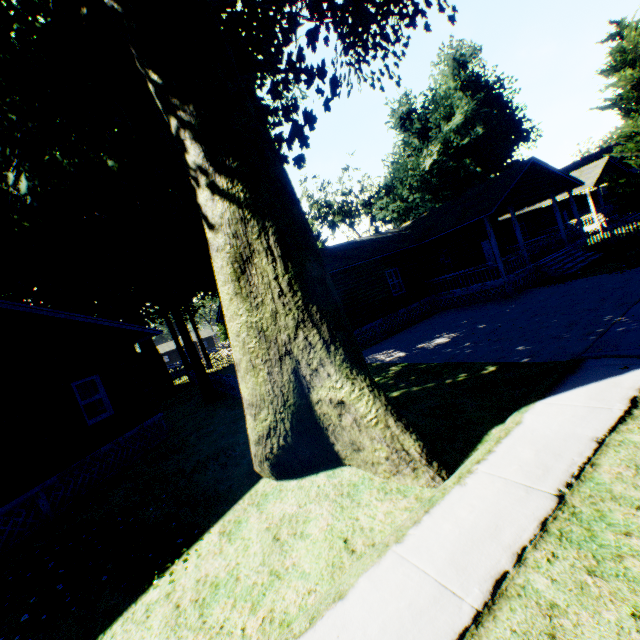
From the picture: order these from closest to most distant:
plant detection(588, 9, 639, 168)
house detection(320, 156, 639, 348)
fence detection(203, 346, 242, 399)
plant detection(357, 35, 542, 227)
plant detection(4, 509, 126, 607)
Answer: plant detection(4, 509, 126, 607) → fence detection(203, 346, 242, 399) → house detection(320, 156, 639, 348) → plant detection(588, 9, 639, 168) → plant detection(357, 35, 542, 227)

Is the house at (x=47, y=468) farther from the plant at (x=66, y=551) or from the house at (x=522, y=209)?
the house at (x=522, y=209)

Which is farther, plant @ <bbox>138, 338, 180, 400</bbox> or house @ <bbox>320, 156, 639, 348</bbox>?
plant @ <bbox>138, 338, 180, 400</bbox>

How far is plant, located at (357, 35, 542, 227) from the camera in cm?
3962

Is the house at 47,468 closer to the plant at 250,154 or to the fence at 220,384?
the plant at 250,154

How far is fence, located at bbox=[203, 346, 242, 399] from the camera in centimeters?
1584cm

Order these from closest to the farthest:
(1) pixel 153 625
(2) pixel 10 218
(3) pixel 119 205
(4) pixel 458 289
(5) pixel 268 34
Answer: (1) pixel 153 625
(2) pixel 10 218
(5) pixel 268 34
(4) pixel 458 289
(3) pixel 119 205

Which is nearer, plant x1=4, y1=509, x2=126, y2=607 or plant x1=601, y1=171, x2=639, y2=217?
plant x1=4, y1=509, x2=126, y2=607
